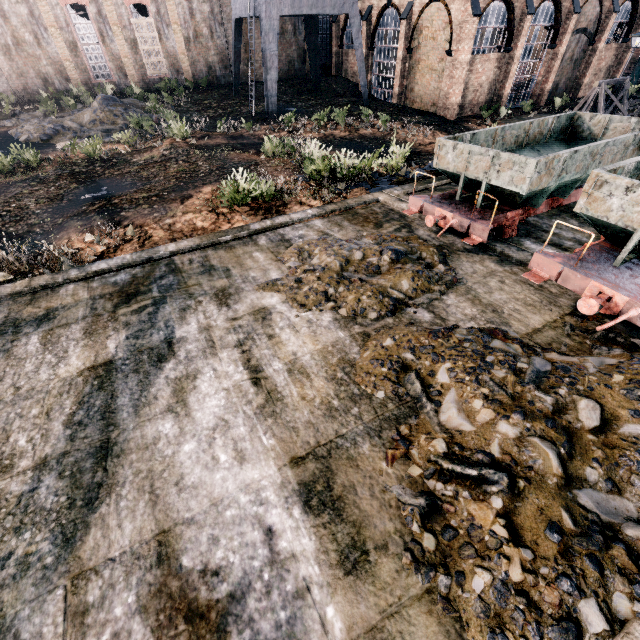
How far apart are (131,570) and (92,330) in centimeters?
520cm

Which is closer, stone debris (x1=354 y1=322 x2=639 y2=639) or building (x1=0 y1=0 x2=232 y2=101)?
stone debris (x1=354 y1=322 x2=639 y2=639)

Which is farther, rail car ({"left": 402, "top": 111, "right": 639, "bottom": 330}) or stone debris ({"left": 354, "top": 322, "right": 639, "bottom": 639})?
rail car ({"left": 402, "top": 111, "right": 639, "bottom": 330})

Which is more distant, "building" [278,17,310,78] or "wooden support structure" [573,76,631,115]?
"building" [278,17,310,78]

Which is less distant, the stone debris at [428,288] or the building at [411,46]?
the stone debris at [428,288]

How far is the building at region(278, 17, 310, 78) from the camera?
35.1m

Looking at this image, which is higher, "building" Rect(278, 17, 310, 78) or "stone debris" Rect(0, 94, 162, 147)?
"building" Rect(278, 17, 310, 78)

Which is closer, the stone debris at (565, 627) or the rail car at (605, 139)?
the stone debris at (565, 627)
